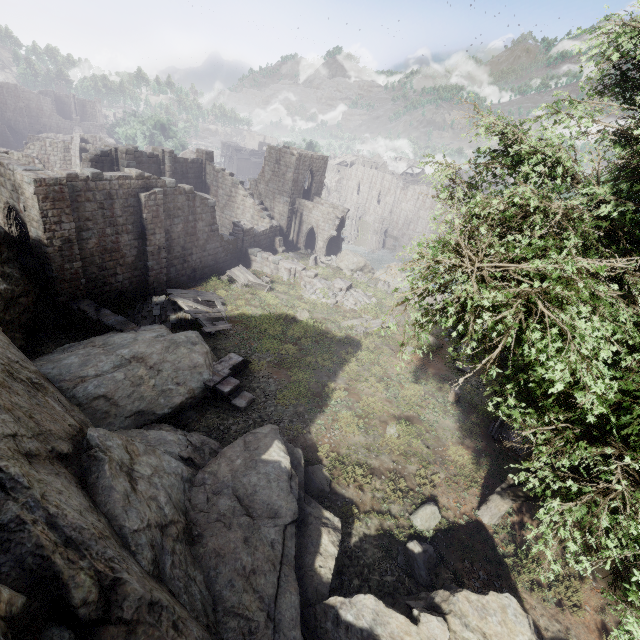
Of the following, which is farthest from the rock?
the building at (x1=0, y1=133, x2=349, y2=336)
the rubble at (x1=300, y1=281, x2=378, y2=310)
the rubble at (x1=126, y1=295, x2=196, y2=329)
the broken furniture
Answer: the rubble at (x1=300, y1=281, x2=378, y2=310)

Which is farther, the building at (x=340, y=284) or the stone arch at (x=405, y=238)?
the stone arch at (x=405, y=238)

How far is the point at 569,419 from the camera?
5.8 meters

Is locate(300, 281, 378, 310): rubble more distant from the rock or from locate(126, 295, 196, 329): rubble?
the rock

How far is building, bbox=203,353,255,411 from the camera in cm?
1330

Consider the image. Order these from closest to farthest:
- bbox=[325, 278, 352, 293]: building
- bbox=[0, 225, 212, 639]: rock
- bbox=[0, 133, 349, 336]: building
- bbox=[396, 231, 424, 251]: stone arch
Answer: bbox=[0, 225, 212, 639]: rock
bbox=[0, 133, 349, 336]: building
bbox=[325, 278, 352, 293]: building
bbox=[396, 231, 424, 251]: stone arch

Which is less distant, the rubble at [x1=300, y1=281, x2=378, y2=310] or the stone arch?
the rubble at [x1=300, y1=281, x2=378, y2=310]

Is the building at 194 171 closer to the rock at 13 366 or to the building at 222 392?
the rock at 13 366
